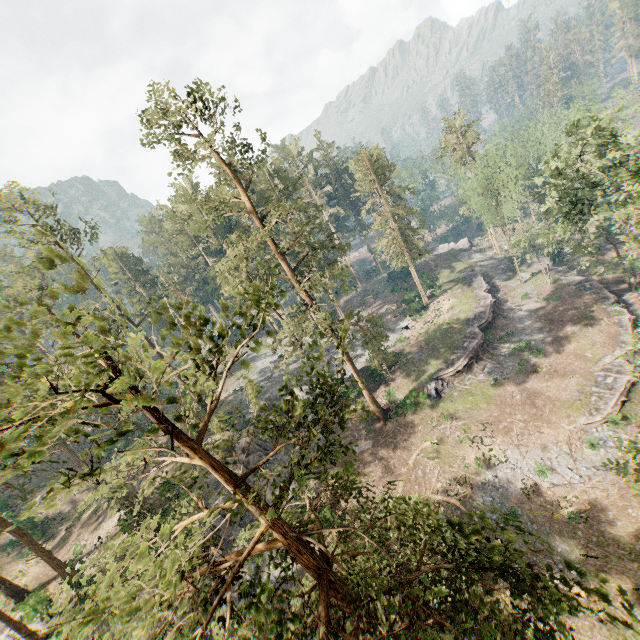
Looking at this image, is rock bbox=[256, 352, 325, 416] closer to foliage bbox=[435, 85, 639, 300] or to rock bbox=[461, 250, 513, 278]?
foliage bbox=[435, 85, 639, 300]

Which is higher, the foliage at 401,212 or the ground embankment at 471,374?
the foliage at 401,212

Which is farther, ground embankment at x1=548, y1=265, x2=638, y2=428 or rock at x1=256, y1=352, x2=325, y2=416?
rock at x1=256, y1=352, x2=325, y2=416

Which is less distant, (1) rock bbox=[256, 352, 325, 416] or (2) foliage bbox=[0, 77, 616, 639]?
(2) foliage bbox=[0, 77, 616, 639]

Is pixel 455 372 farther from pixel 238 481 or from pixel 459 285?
pixel 238 481

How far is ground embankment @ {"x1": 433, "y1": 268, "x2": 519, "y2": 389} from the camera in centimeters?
3466cm

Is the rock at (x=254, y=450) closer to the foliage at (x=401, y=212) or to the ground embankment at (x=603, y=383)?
the foliage at (x=401, y=212)
